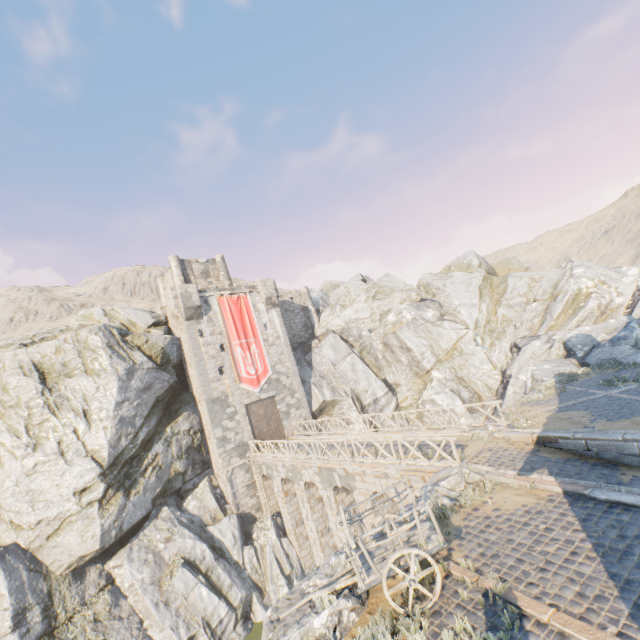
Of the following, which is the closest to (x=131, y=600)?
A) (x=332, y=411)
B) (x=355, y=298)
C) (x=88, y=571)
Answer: (x=88, y=571)

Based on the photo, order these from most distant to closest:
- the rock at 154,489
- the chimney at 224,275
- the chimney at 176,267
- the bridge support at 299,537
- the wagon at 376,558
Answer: the chimney at 224,275
the chimney at 176,267
the bridge support at 299,537
the rock at 154,489
the wagon at 376,558

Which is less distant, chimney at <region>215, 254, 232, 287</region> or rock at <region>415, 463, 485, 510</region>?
rock at <region>415, 463, 485, 510</region>

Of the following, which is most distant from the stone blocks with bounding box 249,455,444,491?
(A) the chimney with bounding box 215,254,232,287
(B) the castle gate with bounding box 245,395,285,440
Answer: (A) the chimney with bounding box 215,254,232,287

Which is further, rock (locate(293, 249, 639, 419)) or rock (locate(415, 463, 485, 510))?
rock (locate(293, 249, 639, 419))

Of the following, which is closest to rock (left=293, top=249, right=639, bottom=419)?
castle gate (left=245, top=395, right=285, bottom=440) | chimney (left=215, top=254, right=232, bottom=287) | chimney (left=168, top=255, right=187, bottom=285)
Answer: chimney (left=168, top=255, right=187, bottom=285)

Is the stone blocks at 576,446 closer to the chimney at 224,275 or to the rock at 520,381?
the rock at 520,381

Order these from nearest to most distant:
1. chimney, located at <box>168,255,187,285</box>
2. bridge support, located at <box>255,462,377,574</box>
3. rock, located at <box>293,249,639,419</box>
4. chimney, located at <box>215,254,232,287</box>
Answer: bridge support, located at <box>255,462,377,574</box>
rock, located at <box>293,249,639,419</box>
chimney, located at <box>168,255,187,285</box>
chimney, located at <box>215,254,232,287</box>
